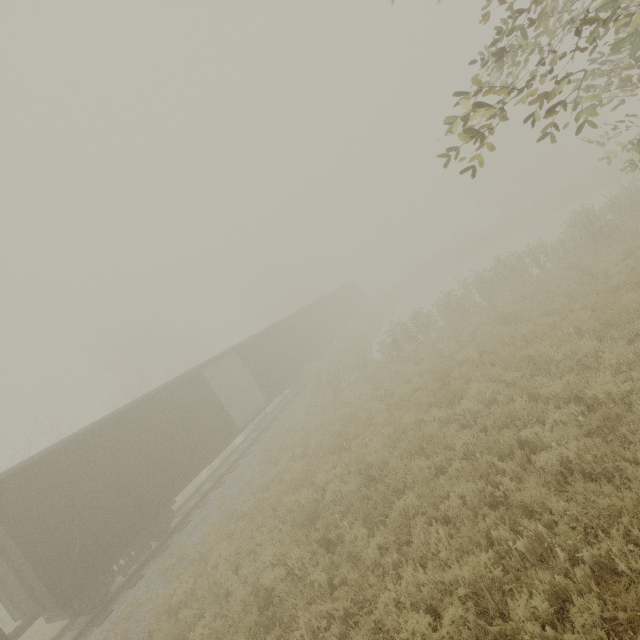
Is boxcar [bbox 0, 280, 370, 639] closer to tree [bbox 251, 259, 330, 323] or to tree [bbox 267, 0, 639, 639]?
tree [bbox 267, 0, 639, 639]

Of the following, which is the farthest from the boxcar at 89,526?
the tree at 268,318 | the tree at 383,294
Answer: the tree at 268,318

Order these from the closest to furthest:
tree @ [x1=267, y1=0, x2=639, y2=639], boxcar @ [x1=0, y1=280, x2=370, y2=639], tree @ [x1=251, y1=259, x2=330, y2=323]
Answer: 1. tree @ [x1=267, y1=0, x2=639, y2=639]
2. boxcar @ [x1=0, y1=280, x2=370, y2=639]
3. tree @ [x1=251, y1=259, x2=330, y2=323]

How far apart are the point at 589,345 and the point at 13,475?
14.80m

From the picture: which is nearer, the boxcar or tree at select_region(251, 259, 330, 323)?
the boxcar

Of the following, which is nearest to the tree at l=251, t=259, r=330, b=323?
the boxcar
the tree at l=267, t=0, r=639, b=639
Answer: the tree at l=267, t=0, r=639, b=639

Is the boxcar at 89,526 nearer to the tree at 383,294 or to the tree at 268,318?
the tree at 383,294

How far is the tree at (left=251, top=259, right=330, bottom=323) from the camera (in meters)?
43.65
